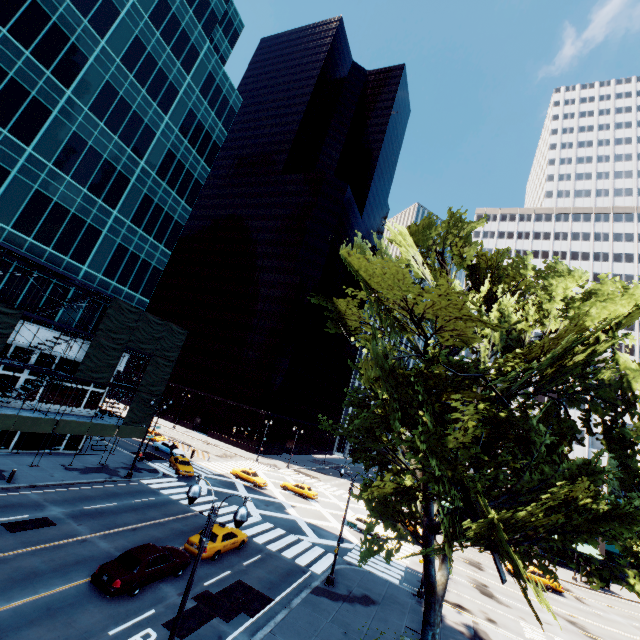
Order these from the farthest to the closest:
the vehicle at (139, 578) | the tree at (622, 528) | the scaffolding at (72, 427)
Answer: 1. the scaffolding at (72, 427)
2. the vehicle at (139, 578)
3. the tree at (622, 528)

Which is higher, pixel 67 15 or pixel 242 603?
pixel 67 15

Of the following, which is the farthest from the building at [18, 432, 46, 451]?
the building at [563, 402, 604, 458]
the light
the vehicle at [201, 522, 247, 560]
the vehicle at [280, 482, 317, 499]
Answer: the building at [563, 402, 604, 458]

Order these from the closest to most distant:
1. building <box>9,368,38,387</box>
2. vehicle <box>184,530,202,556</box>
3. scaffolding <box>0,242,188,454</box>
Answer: vehicle <box>184,530,202,556</box>, scaffolding <box>0,242,188,454</box>, building <box>9,368,38,387</box>

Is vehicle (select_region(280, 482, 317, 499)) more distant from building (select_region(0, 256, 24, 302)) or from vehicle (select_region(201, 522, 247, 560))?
building (select_region(0, 256, 24, 302))

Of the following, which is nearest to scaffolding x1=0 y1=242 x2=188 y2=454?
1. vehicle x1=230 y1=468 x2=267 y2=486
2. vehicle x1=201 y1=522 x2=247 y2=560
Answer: vehicle x1=230 y1=468 x2=267 y2=486

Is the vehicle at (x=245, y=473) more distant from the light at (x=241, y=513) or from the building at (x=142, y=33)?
the light at (x=241, y=513)

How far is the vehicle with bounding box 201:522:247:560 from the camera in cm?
2034
